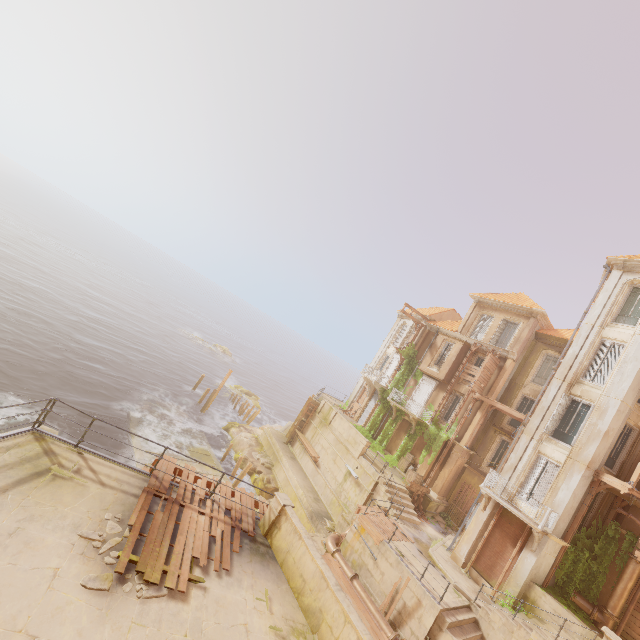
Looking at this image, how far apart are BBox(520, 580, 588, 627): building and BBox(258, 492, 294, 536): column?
14.0m

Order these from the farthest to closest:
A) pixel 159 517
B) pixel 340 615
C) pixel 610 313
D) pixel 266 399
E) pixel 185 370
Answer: pixel 266 399
pixel 185 370
pixel 610 313
pixel 159 517
pixel 340 615

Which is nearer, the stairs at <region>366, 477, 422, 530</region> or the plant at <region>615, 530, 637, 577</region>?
the plant at <region>615, 530, 637, 577</region>

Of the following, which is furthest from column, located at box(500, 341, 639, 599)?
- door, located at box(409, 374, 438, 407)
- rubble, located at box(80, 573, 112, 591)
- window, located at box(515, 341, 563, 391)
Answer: rubble, located at box(80, 573, 112, 591)

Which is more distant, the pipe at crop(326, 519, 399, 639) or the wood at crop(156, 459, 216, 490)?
the pipe at crop(326, 519, 399, 639)

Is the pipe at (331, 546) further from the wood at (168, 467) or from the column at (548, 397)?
the wood at (168, 467)

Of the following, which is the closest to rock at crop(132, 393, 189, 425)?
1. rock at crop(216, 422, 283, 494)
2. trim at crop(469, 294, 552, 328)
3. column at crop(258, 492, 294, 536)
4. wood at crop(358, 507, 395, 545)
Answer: rock at crop(216, 422, 283, 494)

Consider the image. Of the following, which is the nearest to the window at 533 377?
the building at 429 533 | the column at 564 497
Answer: the column at 564 497
